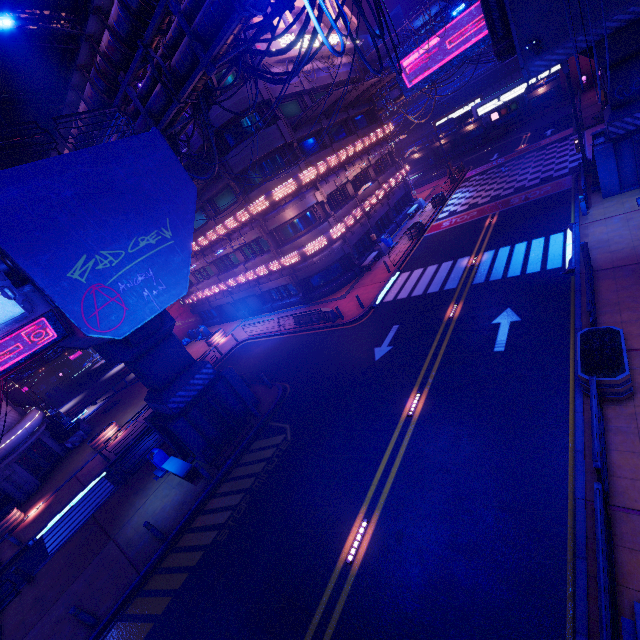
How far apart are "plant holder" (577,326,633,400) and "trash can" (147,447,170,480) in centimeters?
1806cm

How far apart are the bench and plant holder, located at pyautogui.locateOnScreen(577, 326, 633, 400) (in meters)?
15.28

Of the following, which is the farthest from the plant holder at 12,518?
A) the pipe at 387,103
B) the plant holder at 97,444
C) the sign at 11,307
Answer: the pipe at 387,103

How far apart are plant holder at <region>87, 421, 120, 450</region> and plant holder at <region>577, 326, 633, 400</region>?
29.7m

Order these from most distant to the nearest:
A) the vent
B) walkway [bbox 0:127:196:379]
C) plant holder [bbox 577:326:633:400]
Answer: the vent < walkway [bbox 0:127:196:379] < plant holder [bbox 577:326:633:400]

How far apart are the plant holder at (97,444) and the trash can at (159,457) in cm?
1072

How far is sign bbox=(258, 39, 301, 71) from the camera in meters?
22.1 m

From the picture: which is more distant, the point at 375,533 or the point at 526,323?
the point at 526,323
